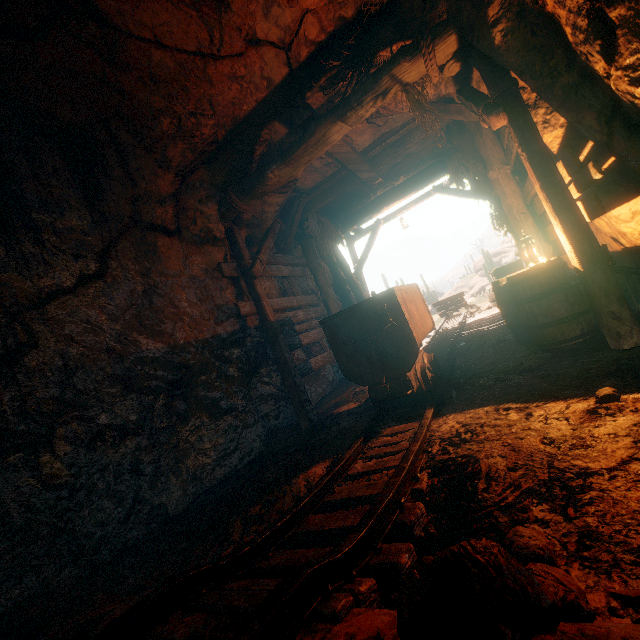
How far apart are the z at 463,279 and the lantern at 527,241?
37.98m

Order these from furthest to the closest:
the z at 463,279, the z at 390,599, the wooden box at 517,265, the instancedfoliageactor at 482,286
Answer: the z at 463,279 → the instancedfoliageactor at 482,286 → the wooden box at 517,265 → the z at 390,599

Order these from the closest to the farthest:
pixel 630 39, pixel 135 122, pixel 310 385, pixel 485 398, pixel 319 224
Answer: pixel 630 39
pixel 485 398
pixel 135 122
pixel 310 385
pixel 319 224

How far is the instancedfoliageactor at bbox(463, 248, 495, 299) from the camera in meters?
24.9

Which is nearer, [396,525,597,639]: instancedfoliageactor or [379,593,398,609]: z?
[396,525,597,639]: instancedfoliageactor

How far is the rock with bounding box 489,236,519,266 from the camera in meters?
34.5 m

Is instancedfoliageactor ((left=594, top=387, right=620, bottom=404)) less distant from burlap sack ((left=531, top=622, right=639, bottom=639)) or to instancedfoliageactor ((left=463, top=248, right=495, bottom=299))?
burlap sack ((left=531, top=622, right=639, bottom=639))

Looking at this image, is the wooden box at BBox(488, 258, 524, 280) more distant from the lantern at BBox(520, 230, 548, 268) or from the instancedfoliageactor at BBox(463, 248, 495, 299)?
the instancedfoliageactor at BBox(463, 248, 495, 299)
